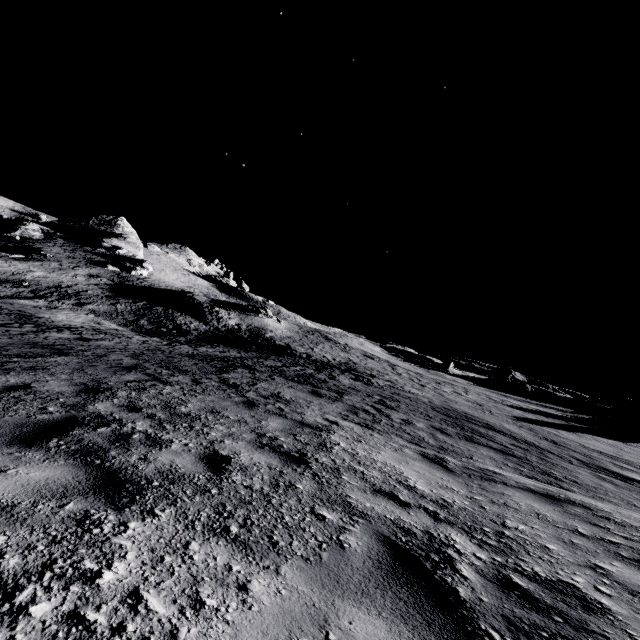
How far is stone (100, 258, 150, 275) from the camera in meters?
52.1 m

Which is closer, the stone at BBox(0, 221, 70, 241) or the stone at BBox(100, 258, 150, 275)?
the stone at BBox(100, 258, 150, 275)

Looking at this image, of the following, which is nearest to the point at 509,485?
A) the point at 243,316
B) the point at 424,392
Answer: the point at 424,392

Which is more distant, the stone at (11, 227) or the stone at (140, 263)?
the stone at (11, 227)

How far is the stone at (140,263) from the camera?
52.13m
